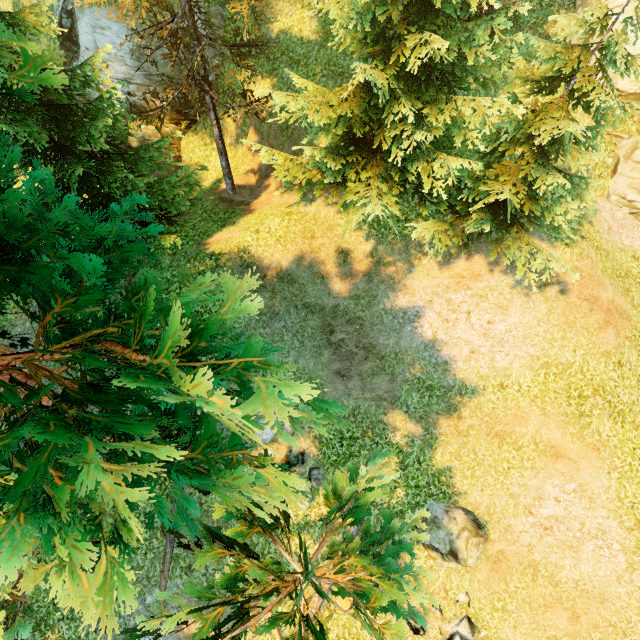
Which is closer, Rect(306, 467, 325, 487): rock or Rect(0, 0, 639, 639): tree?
Rect(0, 0, 639, 639): tree

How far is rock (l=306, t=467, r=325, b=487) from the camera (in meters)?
10.24

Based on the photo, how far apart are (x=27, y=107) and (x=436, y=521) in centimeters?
1715cm

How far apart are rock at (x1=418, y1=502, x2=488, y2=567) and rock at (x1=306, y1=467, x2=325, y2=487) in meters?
3.3

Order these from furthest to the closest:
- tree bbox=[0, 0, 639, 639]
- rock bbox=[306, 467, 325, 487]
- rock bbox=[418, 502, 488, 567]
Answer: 1. rock bbox=[306, 467, 325, 487]
2. rock bbox=[418, 502, 488, 567]
3. tree bbox=[0, 0, 639, 639]

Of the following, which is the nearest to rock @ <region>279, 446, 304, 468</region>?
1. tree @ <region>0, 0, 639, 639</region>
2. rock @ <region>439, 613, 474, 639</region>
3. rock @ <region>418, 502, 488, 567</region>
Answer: tree @ <region>0, 0, 639, 639</region>

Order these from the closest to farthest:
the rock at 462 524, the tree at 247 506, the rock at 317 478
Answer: the tree at 247 506 → the rock at 462 524 → the rock at 317 478

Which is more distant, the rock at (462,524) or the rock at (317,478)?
the rock at (317,478)
